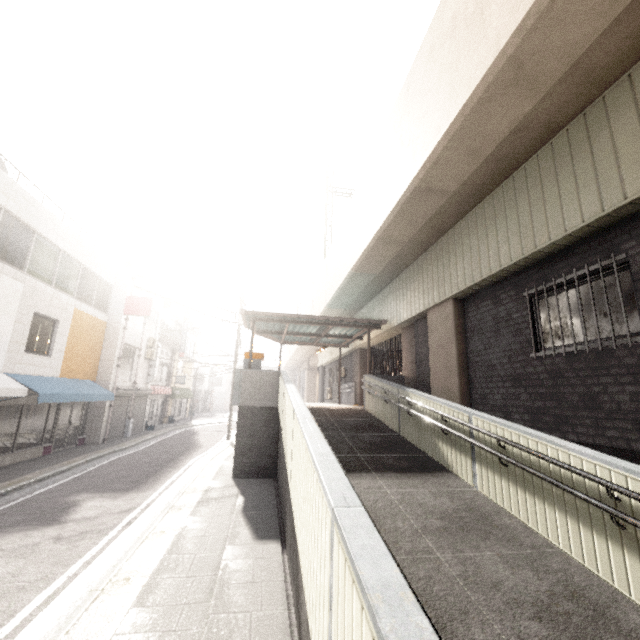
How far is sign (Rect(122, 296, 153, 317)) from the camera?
17.06m

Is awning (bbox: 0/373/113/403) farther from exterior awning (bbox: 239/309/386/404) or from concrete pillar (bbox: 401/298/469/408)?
concrete pillar (bbox: 401/298/469/408)

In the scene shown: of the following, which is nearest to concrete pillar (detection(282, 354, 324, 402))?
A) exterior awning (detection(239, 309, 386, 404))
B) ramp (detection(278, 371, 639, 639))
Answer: exterior awning (detection(239, 309, 386, 404))

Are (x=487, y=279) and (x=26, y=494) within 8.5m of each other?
no

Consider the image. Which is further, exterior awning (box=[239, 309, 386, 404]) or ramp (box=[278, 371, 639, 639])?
exterior awning (box=[239, 309, 386, 404])

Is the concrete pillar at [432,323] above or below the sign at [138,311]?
below

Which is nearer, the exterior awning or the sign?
the exterior awning

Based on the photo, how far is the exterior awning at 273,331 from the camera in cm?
1170
